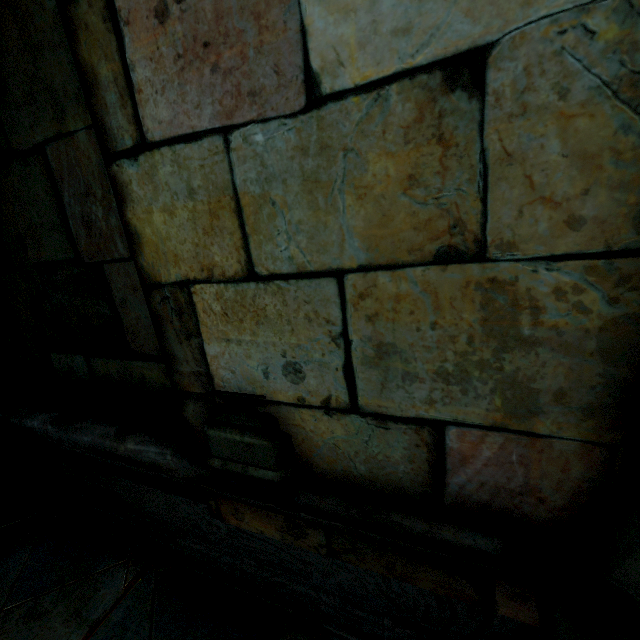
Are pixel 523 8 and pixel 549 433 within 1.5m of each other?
yes

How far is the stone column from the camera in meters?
1.0 m

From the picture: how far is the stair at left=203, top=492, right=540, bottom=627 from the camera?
0.9 meters

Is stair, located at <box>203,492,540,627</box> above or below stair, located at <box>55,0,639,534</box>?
below

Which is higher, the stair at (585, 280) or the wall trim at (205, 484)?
the stair at (585, 280)

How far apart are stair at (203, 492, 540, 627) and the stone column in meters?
0.2

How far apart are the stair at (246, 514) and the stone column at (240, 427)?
0.2 meters

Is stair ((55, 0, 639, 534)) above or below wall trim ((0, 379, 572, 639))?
above
